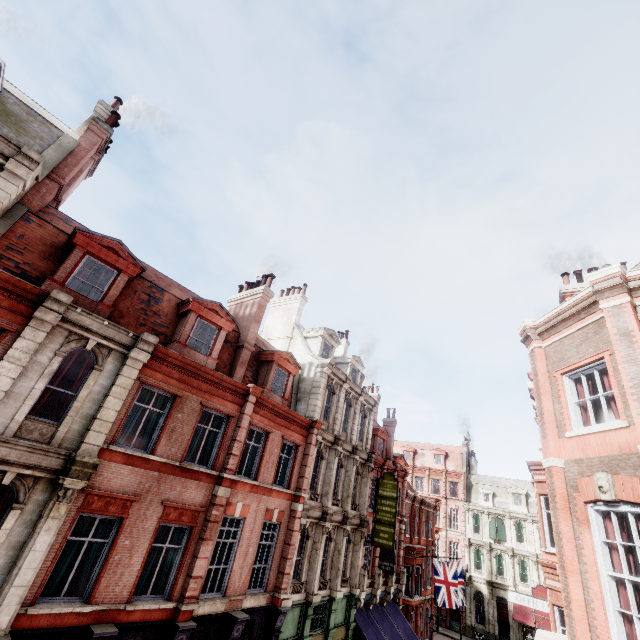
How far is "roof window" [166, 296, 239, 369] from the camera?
13.5m

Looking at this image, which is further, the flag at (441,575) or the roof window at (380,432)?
the roof window at (380,432)

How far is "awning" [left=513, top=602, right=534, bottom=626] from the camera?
35.1 meters

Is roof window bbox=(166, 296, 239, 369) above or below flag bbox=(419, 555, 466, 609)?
above

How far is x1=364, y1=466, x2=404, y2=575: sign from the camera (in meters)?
20.62

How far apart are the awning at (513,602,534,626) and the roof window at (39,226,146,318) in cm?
5036

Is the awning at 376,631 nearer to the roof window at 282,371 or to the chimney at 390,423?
the chimney at 390,423

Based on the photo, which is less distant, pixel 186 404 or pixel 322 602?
pixel 186 404
